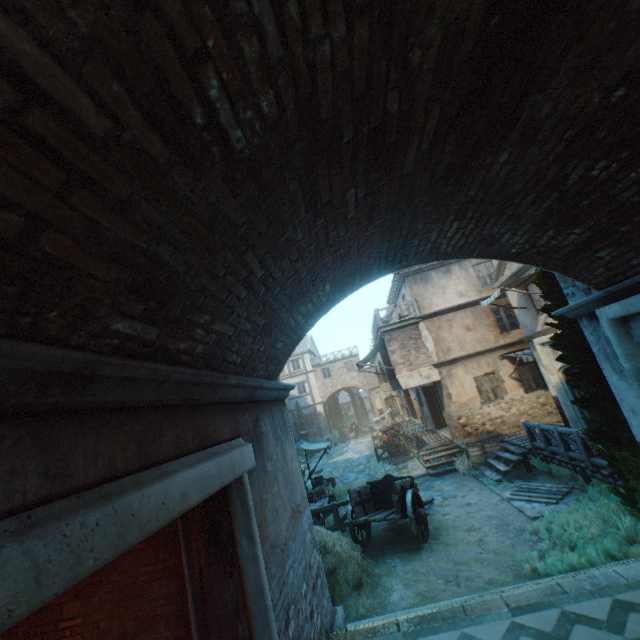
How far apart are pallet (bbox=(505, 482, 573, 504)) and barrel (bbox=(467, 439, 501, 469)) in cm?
274

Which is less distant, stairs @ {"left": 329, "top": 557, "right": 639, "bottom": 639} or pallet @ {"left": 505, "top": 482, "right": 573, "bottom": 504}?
stairs @ {"left": 329, "top": 557, "right": 639, "bottom": 639}

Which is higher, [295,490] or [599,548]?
[295,490]

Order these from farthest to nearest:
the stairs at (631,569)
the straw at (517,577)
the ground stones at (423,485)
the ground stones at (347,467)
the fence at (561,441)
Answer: the ground stones at (347,467) < the ground stones at (423,485) < the fence at (561,441) < the straw at (517,577) < the stairs at (631,569)

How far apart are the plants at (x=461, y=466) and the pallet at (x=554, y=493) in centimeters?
237cm

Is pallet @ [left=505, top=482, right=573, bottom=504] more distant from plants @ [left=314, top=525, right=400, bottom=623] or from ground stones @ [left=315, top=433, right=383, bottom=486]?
ground stones @ [left=315, top=433, right=383, bottom=486]

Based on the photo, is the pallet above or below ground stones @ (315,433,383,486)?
above

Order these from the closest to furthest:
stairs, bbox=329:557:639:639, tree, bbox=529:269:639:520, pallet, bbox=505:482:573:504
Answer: stairs, bbox=329:557:639:639 < tree, bbox=529:269:639:520 < pallet, bbox=505:482:573:504
